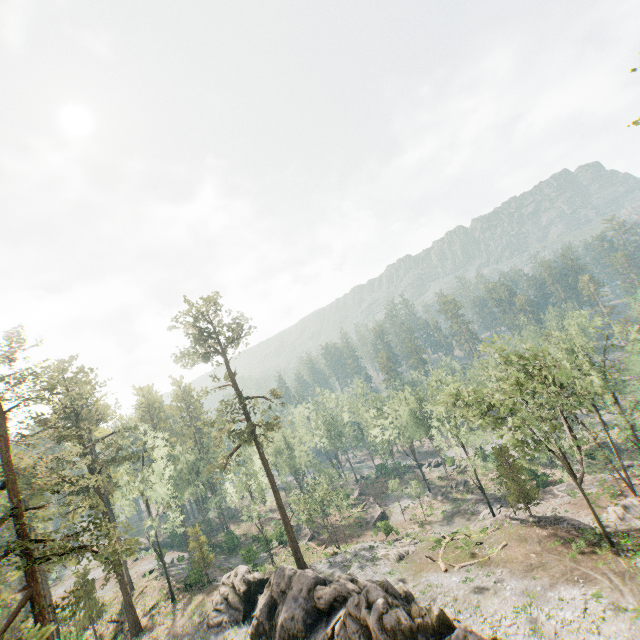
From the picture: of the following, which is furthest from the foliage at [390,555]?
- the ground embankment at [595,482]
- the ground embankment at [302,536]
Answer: the ground embankment at [302,536]

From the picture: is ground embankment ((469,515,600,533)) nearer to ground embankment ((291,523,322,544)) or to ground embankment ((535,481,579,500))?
ground embankment ((535,481,579,500))

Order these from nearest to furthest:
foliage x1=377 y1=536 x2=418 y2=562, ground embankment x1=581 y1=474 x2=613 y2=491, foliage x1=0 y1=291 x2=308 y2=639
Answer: foliage x1=0 y1=291 x2=308 y2=639
foliage x1=377 y1=536 x2=418 y2=562
ground embankment x1=581 y1=474 x2=613 y2=491

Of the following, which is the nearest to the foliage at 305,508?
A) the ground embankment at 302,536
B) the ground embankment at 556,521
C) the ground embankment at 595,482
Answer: the ground embankment at 556,521

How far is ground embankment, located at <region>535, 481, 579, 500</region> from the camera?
41.33m

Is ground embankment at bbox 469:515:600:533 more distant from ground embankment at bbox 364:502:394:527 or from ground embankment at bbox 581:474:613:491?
ground embankment at bbox 364:502:394:527

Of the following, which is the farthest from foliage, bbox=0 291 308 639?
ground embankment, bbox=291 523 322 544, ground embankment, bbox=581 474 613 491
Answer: ground embankment, bbox=291 523 322 544

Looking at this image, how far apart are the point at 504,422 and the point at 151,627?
41.9m
